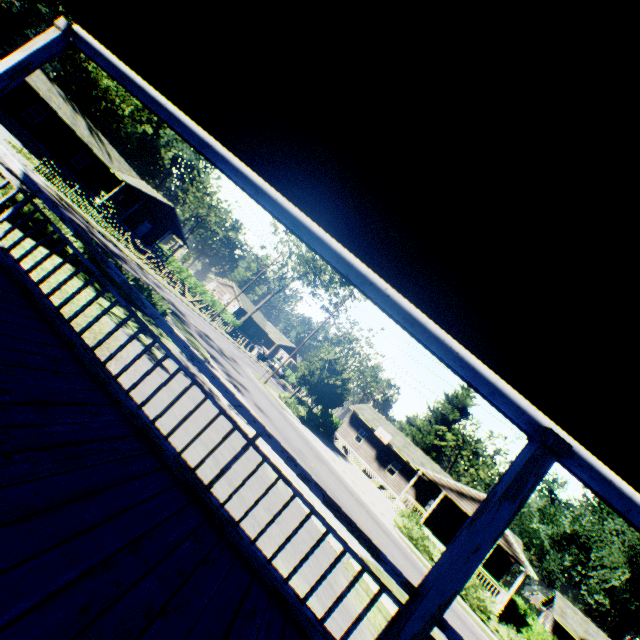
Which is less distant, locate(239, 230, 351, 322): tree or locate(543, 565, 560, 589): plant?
locate(239, 230, 351, 322): tree

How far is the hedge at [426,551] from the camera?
21.0 meters

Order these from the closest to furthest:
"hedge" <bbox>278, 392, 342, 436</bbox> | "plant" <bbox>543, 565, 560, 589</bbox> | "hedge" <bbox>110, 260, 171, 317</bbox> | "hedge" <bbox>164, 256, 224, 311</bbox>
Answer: "hedge" <bbox>110, 260, 171, 317</bbox> < "hedge" <bbox>278, 392, 342, 436</bbox> < "hedge" <bbox>164, 256, 224, 311</bbox> < "plant" <bbox>543, 565, 560, 589</bbox>

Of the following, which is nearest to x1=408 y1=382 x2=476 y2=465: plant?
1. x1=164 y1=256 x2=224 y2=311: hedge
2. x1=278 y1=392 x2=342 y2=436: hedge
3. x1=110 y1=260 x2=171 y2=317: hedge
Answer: x1=278 y1=392 x2=342 y2=436: hedge

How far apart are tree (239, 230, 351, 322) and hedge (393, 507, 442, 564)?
30.5m

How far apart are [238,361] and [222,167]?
24.0m

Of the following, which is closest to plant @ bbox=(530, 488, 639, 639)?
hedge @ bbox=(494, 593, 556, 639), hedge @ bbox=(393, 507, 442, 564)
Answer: hedge @ bbox=(494, 593, 556, 639)

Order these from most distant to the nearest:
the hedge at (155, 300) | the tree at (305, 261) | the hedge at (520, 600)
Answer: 1. the tree at (305, 261)
2. the hedge at (520, 600)
3. the hedge at (155, 300)
